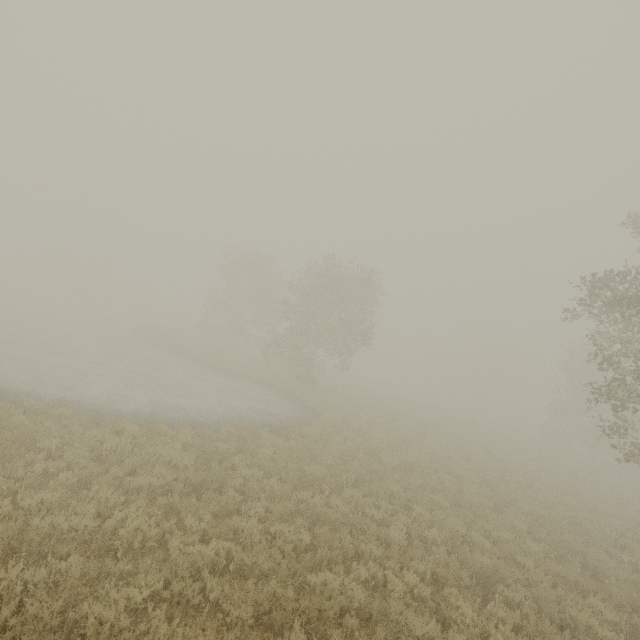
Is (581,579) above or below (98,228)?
below

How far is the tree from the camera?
57.9m

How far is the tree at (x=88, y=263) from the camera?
57.89m
